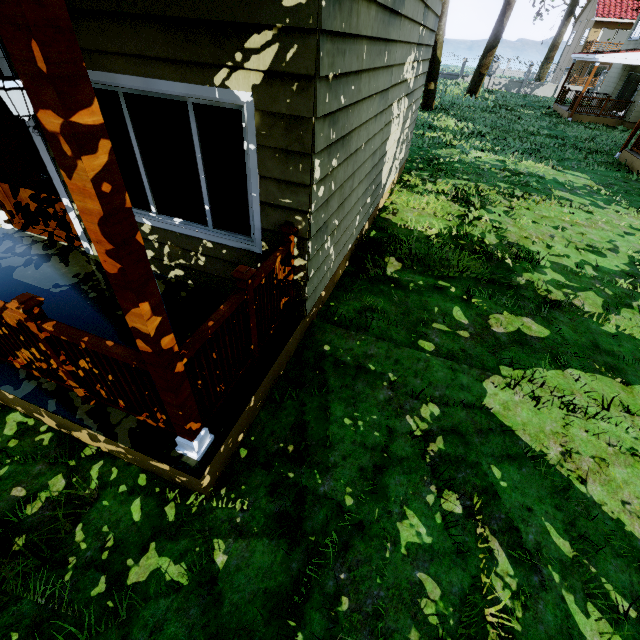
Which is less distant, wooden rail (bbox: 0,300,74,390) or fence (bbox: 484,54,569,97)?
wooden rail (bbox: 0,300,74,390)

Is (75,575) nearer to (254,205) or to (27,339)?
(27,339)

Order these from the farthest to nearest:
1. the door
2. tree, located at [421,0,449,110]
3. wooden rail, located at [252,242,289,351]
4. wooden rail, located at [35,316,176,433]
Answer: tree, located at [421,0,449,110], the door, wooden rail, located at [252,242,289,351], wooden rail, located at [35,316,176,433]

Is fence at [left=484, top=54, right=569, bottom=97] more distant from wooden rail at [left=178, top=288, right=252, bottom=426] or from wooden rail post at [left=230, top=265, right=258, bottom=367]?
wooden rail post at [left=230, top=265, right=258, bottom=367]

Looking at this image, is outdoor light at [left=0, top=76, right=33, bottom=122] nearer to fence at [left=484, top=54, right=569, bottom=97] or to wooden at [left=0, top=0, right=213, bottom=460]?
wooden at [left=0, top=0, right=213, bottom=460]

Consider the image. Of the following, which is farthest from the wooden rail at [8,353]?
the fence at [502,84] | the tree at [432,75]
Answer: the tree at [432,75]

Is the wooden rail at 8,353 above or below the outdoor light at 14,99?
below

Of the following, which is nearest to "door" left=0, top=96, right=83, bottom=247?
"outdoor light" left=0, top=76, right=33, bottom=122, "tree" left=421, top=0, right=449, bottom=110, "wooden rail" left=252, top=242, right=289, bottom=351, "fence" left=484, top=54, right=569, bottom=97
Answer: "outdoor light" left=0, top=76, right=33, bottom=122
